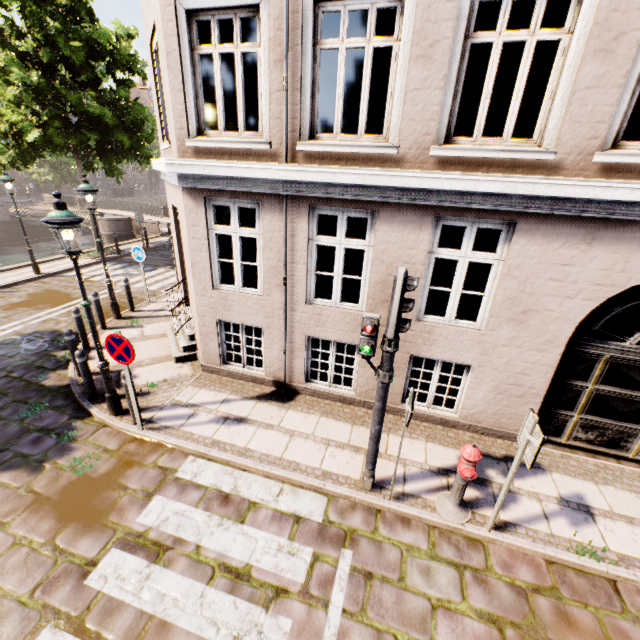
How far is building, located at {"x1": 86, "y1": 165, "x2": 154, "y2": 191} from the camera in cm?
4725

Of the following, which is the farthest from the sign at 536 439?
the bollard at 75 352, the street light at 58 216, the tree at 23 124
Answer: the tree at 23 124

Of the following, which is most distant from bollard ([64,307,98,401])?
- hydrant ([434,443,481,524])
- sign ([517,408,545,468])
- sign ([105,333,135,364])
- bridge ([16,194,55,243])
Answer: bridge ([16,194,55,243])

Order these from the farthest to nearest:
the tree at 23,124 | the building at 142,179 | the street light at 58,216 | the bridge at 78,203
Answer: the building at 142,179 → the bridge at 78,203 → the tree at 23,124 → the street light at 58,216

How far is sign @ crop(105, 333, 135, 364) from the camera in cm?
488

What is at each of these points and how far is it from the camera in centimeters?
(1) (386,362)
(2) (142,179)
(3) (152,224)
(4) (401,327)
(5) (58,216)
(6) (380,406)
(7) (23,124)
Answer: (1) traffic light pole, 393cm
(2) building, 5488cm
(3) bridge, 2081cm
(4) traffic light, 341cm
(5) street light, 446cm
(6) traffic light pole, 420cm
(7) tree, 1115cm

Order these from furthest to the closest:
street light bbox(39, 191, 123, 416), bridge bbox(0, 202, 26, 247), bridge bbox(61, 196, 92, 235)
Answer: bridge bbox(0, 202, 26, 247) < bridge bbox(61, 196, 92, 235) < street light bbox(39, 191, 123, 416)

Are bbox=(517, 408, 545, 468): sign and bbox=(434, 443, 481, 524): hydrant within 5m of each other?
yes
